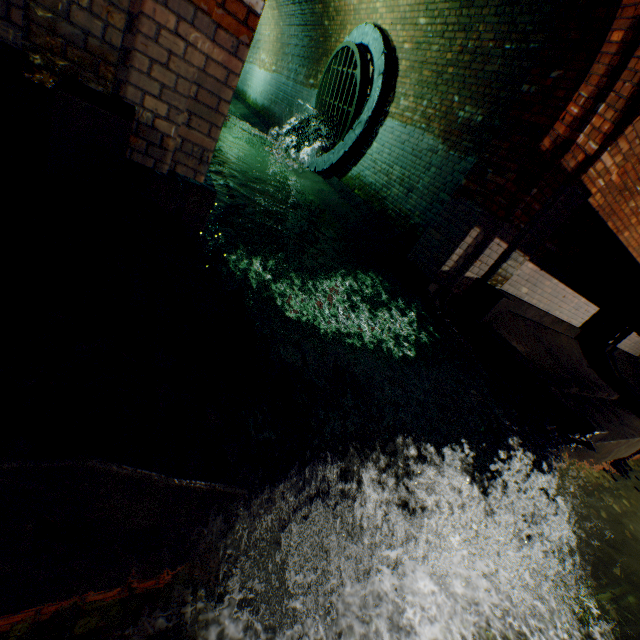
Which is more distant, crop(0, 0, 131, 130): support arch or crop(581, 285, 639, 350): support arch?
crop(581, 285, 639, 350): support arch

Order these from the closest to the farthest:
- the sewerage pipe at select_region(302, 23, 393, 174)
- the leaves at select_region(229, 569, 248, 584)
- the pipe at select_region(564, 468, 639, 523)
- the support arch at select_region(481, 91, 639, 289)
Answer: the leaves at select_region(229, 569, 248, 584)
the support arch at select_region(481, 91, 639, 289)
the sewerage pipe at select_region(302, 23, 393, 174)
the pipe at select_region(564, 468, 639, 523)

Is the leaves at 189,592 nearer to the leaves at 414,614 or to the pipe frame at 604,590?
the leaves at 414,614

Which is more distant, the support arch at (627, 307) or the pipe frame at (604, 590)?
the support arch at (627, 307)

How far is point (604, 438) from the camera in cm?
412

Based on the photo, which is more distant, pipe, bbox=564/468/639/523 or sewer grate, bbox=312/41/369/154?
pipe, bbox=564/468/639/523

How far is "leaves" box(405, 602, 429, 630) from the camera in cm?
236

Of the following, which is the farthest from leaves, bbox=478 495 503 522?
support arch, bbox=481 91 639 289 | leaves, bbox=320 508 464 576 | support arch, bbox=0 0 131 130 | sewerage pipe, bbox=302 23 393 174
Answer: sewerage pipe, bbox=302 23 393 174
